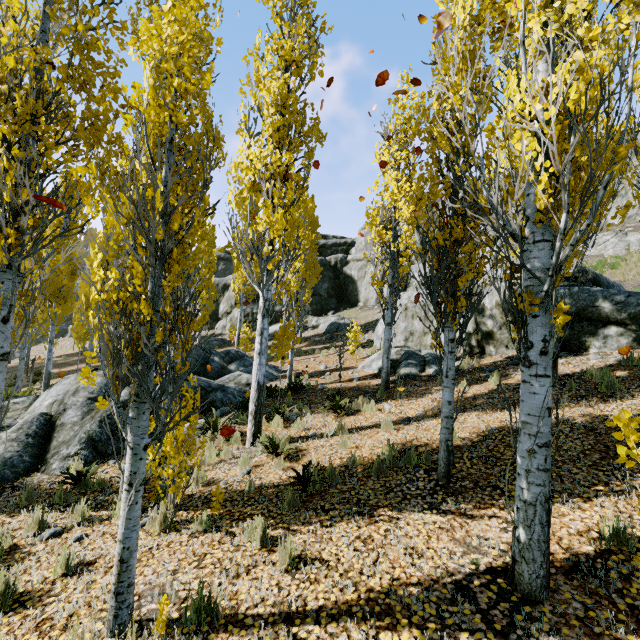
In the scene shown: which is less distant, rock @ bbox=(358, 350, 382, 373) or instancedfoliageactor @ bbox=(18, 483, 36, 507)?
instancedfoliageactor @ bbox=(18, 483, 36, 507)

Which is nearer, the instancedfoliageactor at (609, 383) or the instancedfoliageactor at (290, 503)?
the instancedfoliageactor at (290, 503)

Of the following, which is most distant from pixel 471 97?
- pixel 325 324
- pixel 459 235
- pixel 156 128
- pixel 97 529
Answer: pixel 325 324

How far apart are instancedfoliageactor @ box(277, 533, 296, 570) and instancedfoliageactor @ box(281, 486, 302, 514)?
0.9m

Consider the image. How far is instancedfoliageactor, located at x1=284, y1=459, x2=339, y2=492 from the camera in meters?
5.2

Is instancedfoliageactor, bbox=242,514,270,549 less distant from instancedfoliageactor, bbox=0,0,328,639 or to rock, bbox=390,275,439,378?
instancedfoliageactor, bbox=0,0,328,639

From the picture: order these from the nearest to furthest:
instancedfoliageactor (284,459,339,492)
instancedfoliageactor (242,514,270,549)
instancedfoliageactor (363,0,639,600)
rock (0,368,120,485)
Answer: instancedfoliageactor (363,0,639,600) → instancedfoliageactor (242,514,270,549) → instancedfoliageactor (284,459,339,492) → rock (0,368,120,485)

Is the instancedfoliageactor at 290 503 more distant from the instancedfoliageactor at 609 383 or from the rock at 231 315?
the rock at 231 315
